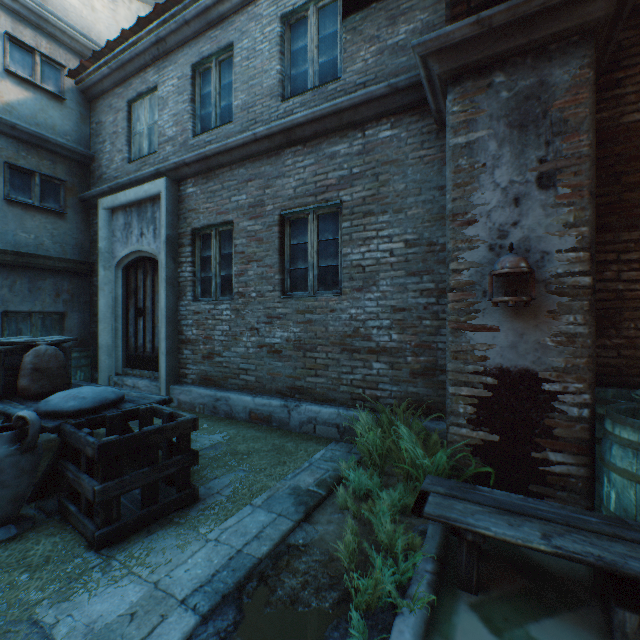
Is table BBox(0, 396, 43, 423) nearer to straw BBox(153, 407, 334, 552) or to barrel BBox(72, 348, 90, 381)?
straw BBox(153, 407, 334, 552)

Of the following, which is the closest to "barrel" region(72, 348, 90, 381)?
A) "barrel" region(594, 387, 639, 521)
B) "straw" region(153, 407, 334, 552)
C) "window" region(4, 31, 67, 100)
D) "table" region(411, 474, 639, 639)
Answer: "straw" region(153, 407, 334, 552)

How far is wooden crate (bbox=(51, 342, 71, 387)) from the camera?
3.9 meters

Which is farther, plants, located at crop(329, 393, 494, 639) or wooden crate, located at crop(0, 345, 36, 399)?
wooden crate, located at crop(0, 345, 36, 399)

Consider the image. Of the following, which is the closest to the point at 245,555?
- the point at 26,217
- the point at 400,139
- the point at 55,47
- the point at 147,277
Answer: the point at 400,139

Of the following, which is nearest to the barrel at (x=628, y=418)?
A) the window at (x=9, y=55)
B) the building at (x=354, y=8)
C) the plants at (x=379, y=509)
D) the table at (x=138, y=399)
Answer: the building at (x=354, y=8)

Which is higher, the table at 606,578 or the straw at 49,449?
the table at 606,578

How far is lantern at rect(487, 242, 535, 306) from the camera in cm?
232
